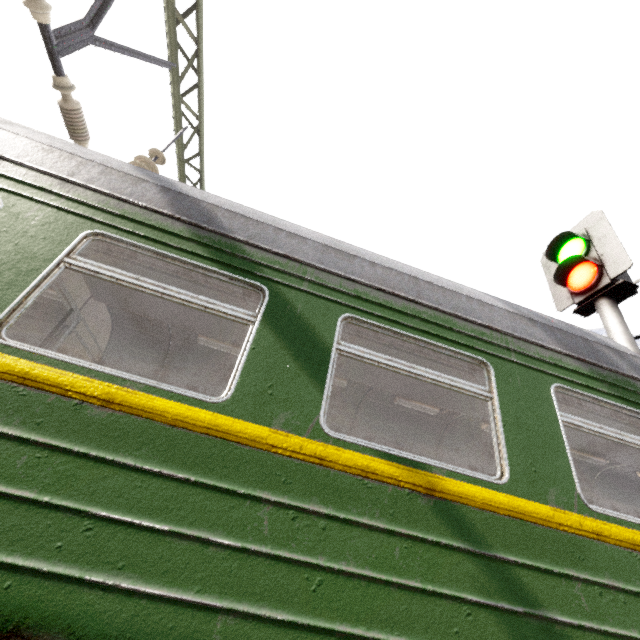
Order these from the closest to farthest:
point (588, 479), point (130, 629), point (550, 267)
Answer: point (130, 629) < point (550, 267) < point (588, 479)

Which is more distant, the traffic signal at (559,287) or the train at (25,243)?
the traffic signal at (559,287)

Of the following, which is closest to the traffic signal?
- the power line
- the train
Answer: the train

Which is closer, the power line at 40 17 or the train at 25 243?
the train at 25 243

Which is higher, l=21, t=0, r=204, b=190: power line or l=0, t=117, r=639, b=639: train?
l=21, t=0, r=204, b=190: power line

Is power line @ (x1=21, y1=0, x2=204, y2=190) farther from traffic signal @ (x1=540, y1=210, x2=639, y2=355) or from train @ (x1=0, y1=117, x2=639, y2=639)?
traffic signal @ (x1=540, y1=210, x2=639, y2=355)
